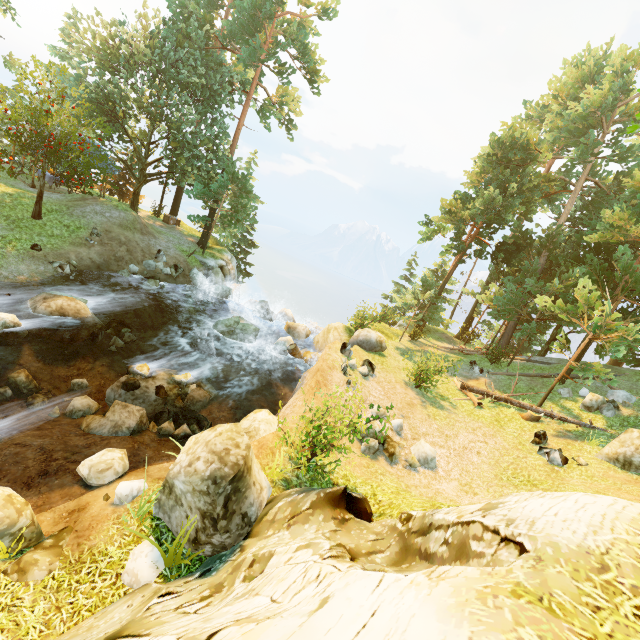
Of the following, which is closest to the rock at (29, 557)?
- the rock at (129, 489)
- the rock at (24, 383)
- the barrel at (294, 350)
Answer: the rock at (129, 489)

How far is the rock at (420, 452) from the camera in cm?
1141

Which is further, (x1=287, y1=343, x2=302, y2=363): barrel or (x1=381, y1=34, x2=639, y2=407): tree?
(x1=287, y1=343, x2=302, y2=363): barrel

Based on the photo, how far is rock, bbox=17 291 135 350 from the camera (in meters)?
12.65

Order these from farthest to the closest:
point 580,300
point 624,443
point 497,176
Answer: point 497,176 < point 580,300 < point 624,443

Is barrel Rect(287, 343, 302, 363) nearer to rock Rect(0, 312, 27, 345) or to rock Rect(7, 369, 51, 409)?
rock Rect(7, 369, 51, 409)

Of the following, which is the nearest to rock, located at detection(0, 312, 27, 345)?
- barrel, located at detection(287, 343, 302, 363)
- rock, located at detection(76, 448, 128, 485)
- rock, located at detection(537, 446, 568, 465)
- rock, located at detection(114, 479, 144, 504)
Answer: rock, located at detection(76, 448, 128, 485)

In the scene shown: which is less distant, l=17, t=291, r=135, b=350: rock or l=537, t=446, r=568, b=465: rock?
l=537, t=446, r=568, b=465: rock
